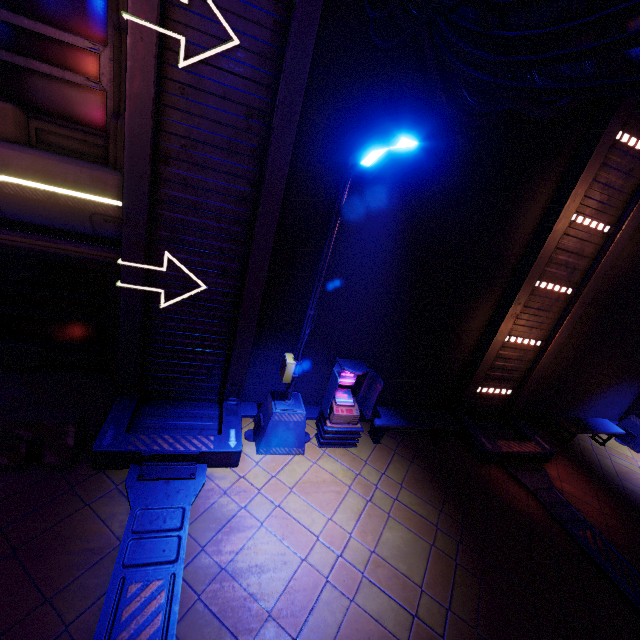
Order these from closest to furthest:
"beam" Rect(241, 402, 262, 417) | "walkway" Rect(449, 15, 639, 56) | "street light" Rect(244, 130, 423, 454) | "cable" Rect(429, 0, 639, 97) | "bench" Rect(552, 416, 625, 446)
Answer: "cable" Rect(429, 0, 639, 97)
"walkway" Rect(449, 15, 639, 56)
"street light" Rect(244, 130, 423, 454)
"beam" Rect(241, 402, 262, 417)
"bench" Rect(552, 416, 625, 446)

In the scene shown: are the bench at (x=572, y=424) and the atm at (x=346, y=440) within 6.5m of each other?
no

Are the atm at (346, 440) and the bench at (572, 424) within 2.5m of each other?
no

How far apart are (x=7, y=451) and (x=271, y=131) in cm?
667

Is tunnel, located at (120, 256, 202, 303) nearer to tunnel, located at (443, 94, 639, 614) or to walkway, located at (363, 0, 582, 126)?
walkway, located at (363, 0, 582, 126)

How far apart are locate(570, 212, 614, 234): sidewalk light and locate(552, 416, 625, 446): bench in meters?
5.7

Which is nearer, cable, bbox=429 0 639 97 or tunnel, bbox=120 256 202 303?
cable, bbox=429 0 639 97

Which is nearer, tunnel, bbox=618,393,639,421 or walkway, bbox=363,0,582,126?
walkway, bbox=363,0,582,126
